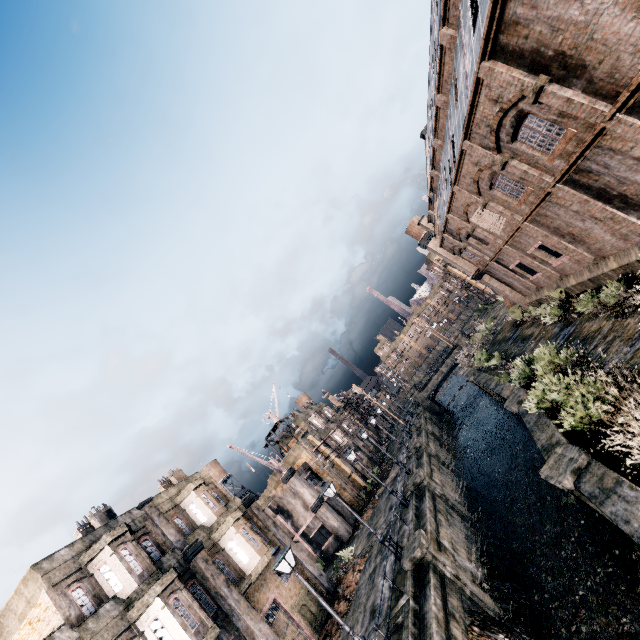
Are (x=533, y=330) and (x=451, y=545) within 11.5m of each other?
no

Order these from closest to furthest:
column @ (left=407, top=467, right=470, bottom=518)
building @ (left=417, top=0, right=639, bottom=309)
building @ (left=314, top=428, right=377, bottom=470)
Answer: building @ (left=417, top=0, right=639, bottom=309), column @ (left=407, top=467, right=470, bottom=518), building @ (left=314, top=428, right=377, bottom=470)

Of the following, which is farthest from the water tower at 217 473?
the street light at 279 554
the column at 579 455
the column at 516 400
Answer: the column at 579 455

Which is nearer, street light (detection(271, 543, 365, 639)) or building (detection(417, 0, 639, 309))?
building (detection(417, 0, 639, 309))

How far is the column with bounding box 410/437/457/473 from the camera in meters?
32.1 m

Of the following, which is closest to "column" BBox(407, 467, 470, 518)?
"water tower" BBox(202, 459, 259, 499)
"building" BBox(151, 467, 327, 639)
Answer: "building" BBox(151, 467, 327, 639)

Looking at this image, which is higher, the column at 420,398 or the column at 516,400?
the column at 420,398

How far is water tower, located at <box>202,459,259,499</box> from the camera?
55.1 meters
